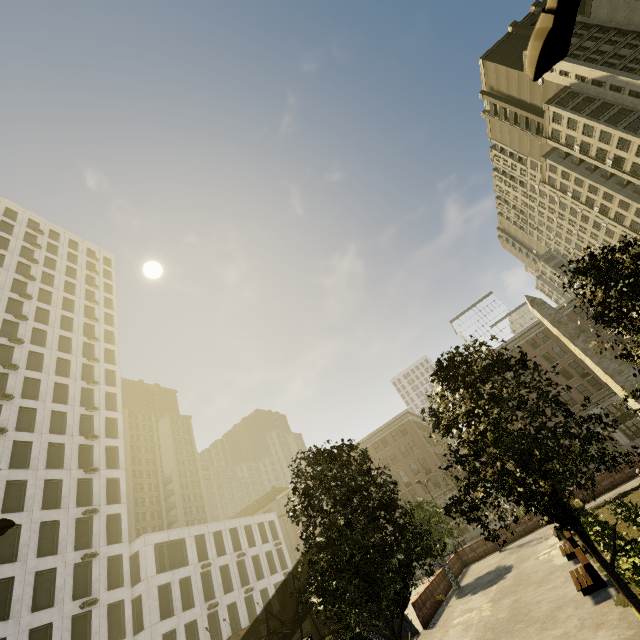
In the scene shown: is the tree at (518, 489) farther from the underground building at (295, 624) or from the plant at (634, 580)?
the underground building at (295, 624)

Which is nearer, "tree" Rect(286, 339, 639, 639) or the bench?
"tree" Rect(286, 339, 639, 639)

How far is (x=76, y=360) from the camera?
43.50m

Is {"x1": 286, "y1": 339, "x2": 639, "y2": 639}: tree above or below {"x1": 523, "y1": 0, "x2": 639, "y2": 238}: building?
below

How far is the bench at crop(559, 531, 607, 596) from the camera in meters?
11.1

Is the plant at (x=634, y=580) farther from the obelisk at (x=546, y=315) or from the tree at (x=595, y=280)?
the obelisk at (x=546, y=315)

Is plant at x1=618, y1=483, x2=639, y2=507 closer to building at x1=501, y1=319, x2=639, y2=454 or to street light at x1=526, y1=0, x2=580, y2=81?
street light at x1=526, y1=0, x2=580, y2=81

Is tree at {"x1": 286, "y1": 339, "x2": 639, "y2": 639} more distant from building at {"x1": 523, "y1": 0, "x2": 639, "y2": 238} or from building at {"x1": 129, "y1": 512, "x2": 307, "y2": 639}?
building at {"x1": 129, "y1": 512, "x2": 307, "y2": 639}
